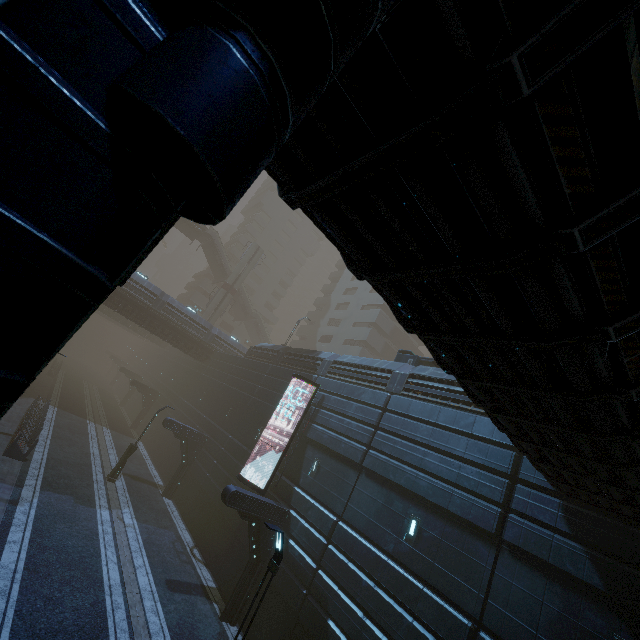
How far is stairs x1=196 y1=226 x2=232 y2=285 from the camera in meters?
48.2 m

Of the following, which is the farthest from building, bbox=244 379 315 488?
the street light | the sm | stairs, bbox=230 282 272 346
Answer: the street light

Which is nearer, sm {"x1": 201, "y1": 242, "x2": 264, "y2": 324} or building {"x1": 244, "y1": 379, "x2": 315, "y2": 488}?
building {"x1": 244, "y1": 379, "x2": 315, "y2": 488}

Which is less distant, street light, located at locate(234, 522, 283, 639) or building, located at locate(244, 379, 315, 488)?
street light, located at locate(234, 522, 283, 639)

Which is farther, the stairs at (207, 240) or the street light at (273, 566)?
the stairs at (207, 240)

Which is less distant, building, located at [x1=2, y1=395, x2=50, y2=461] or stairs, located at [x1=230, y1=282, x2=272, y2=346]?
building, located at [x1=2, y1=395, x2=50, y2=461]

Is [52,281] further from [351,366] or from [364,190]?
[351,366]

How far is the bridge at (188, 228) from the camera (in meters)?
→ 46.13
